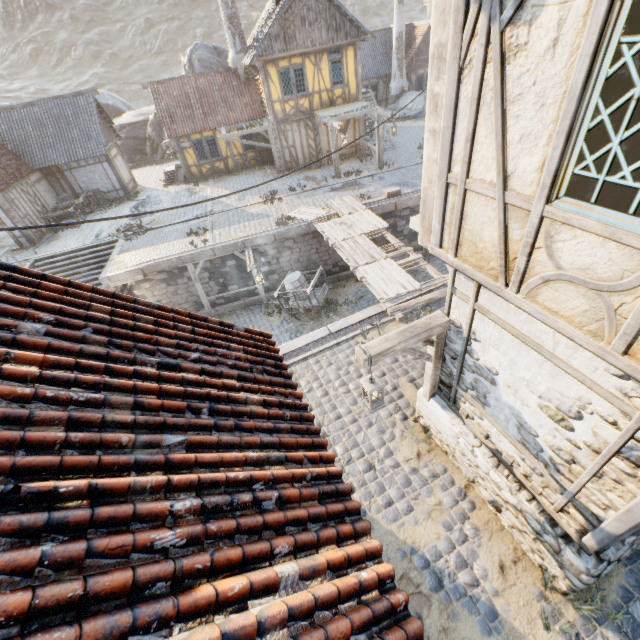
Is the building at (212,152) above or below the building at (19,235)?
above

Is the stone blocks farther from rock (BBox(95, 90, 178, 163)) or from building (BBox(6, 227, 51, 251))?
building (BBox(6, 227, 51, 251))

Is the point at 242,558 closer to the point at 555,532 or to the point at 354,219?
the point at 555,532

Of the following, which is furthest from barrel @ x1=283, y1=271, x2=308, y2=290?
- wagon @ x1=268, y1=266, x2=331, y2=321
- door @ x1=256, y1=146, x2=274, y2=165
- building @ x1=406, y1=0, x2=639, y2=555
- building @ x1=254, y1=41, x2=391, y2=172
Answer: door @ x1=256, y1=146, x2=274, y2=165

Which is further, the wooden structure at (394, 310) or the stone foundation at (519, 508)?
the wooden structure at (394, 310)

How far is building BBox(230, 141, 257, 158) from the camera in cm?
2244

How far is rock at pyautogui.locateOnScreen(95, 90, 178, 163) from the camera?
28.8m

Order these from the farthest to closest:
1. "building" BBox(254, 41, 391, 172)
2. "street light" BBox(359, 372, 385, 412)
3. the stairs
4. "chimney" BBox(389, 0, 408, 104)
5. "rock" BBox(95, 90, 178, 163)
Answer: "rock" BBox(95, 90, 178, 163)
"chimney" BBox(389, 0, 408, 104)
"building" BBox(254, 41, 391, 172)
the stairs
"street light" BBox(359, 372, 385, 412)
